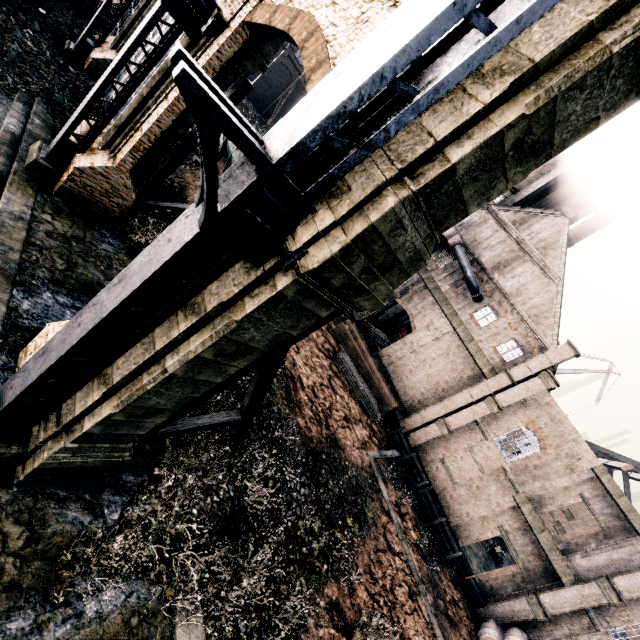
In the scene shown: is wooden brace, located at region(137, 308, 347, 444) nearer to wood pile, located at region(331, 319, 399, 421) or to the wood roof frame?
wood pile, located at region(331, 319, 399, 421)

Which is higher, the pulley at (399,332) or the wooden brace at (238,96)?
the wooden brace at (238,96)

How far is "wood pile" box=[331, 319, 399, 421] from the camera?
26.7m

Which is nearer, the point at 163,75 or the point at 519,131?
the point at 519,131

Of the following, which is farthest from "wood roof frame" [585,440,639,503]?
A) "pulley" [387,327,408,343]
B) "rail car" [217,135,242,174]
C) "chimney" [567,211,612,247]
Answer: "rail car" [217,135,242,174]

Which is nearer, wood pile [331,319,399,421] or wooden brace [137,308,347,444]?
wooden brace [137,308,347,444]

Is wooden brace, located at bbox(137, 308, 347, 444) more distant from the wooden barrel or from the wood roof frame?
the wood roof frame

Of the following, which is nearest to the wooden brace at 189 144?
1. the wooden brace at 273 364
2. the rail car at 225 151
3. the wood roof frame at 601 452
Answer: the rail car at 225 151
